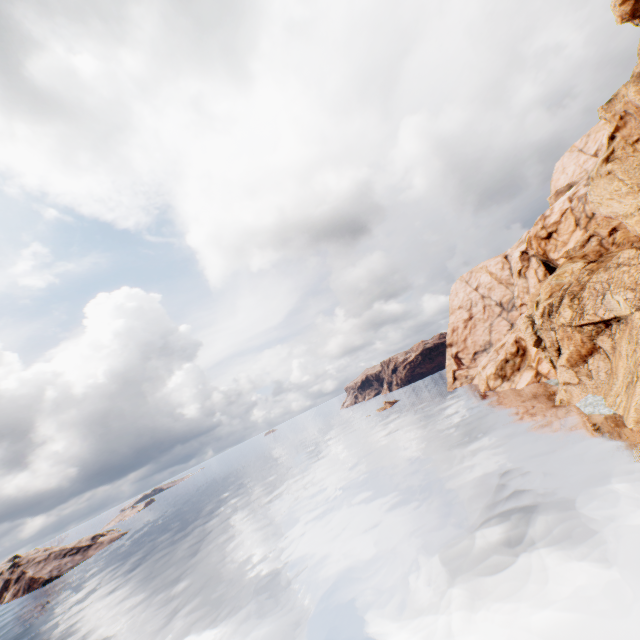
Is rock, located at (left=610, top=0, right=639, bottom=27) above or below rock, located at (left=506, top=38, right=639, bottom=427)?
above

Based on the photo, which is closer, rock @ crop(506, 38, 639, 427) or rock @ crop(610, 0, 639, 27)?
rock @ crop(610, 0, 639, 27)

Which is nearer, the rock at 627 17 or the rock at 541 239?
the rock at 627 17

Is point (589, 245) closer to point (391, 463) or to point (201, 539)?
point (391, 463)

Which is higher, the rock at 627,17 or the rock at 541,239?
the rock at 627,17
